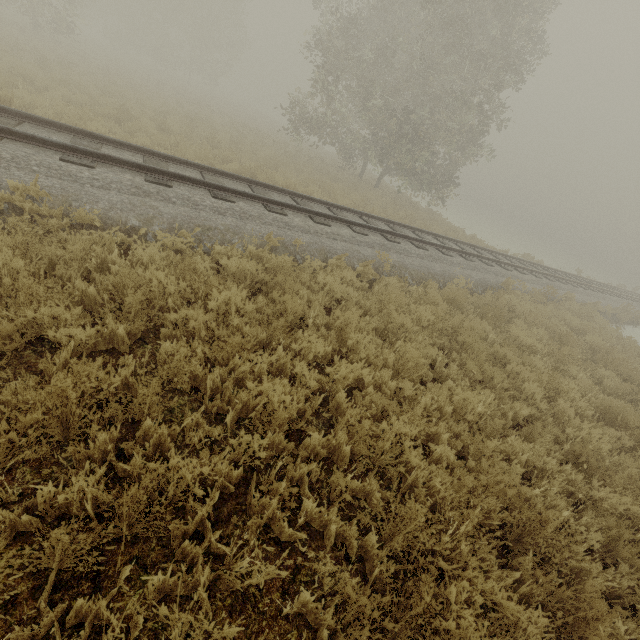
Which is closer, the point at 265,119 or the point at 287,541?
the point at 287,541
